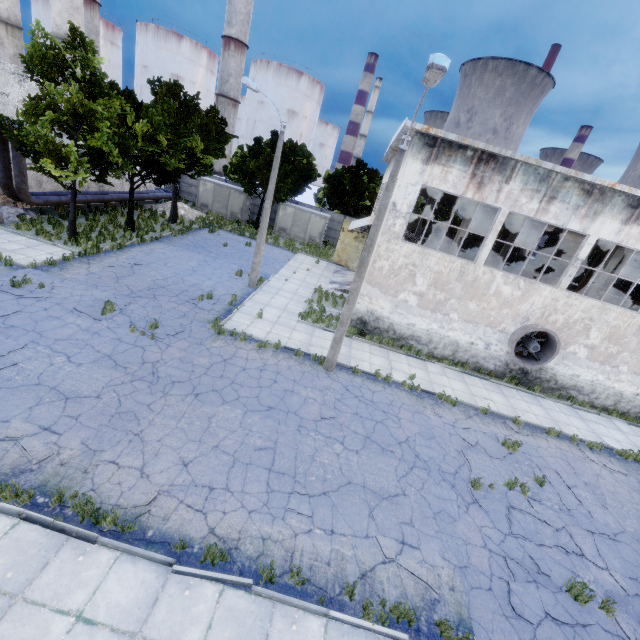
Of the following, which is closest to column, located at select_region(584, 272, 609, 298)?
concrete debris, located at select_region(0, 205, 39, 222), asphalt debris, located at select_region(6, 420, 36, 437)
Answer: asphalt debris, located at select_region(6, 420, 36, 437)

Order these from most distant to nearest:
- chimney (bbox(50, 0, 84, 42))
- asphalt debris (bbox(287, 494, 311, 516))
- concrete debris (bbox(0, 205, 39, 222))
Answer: chimney (bbox(50, 0, 84, 42)) < concrete debris (bbox(0, 205, 39, 222)) < asphalt debris (bbox(287, 494, 311, 516))

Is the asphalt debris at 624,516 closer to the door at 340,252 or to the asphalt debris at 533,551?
the asphalt debris at 533,551

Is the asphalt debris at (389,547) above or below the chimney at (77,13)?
below

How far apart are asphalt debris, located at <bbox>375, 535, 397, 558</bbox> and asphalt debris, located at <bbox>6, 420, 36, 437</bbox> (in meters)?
7.59

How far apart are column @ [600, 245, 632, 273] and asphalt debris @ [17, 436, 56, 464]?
23.4 meters

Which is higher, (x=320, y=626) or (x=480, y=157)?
(x=480, y=157)
